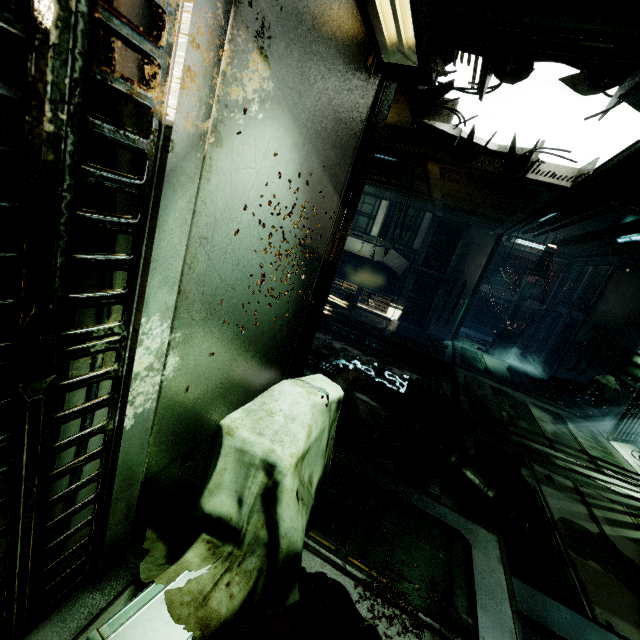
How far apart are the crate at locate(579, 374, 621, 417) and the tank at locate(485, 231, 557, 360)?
3.3m

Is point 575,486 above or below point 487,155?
below

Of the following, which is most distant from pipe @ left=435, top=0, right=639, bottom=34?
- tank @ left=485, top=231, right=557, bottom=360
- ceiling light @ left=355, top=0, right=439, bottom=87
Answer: tank @ left=485, top=231, right=557, bottom=360

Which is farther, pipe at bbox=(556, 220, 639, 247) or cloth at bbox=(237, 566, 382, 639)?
pipe at bbox=(556, 220, 639, 247)

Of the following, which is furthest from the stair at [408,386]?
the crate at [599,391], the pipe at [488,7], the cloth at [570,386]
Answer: the pipe at [488,7]

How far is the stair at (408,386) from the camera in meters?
7.3 m

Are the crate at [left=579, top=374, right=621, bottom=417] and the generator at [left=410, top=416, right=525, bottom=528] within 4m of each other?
no

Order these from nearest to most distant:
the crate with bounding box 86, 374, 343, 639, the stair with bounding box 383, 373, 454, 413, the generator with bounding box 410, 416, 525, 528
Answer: the crate with bounding box 86, 374, 343, 639, the generator with bounding box 410, 416, 525, 528, the stair with bounding box 383, 373, 454, 413
